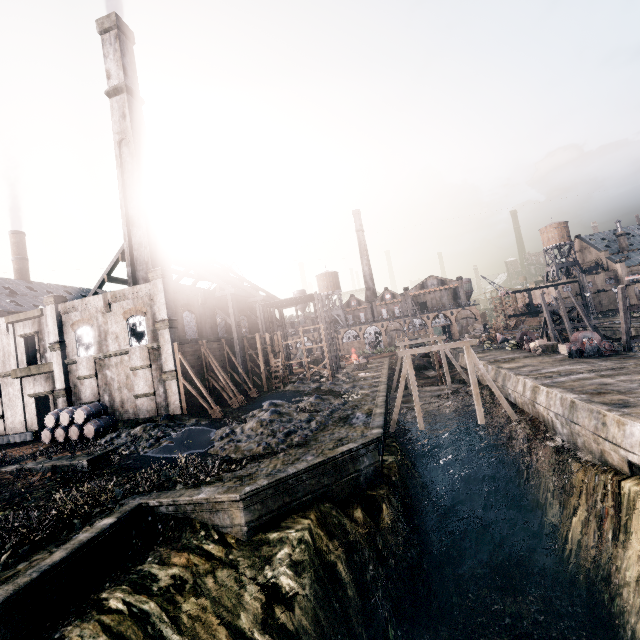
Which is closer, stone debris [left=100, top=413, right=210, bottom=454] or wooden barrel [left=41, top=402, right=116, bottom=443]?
stone debris [left=100, top=413, right=210, bottom=454]

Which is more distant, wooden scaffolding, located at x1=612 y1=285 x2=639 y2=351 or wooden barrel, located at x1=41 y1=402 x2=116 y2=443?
wooden scaffolding, located at x1=612 y1=285 x2=639 y2=351

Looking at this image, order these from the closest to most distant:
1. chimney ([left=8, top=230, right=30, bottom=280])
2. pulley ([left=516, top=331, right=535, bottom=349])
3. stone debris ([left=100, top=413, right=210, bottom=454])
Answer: stone debris ([left=100, top=413, right=210, bottom=454]), pulley ([left=516, top=331, right=535, bottom=349]), chimney ([left=8, top=230, right=30, bottom=280])

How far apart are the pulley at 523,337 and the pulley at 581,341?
10.1m

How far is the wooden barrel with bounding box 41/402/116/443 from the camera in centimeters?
2705cm

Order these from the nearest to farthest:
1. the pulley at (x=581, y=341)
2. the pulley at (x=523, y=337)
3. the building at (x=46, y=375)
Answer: the building at (x=46, y=375) < the pulley at (x=581, y=341) < the pulley at (x=523, y=337)

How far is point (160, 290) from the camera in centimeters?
2822cm

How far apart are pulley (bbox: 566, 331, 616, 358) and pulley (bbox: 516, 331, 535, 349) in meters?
10.1 m
